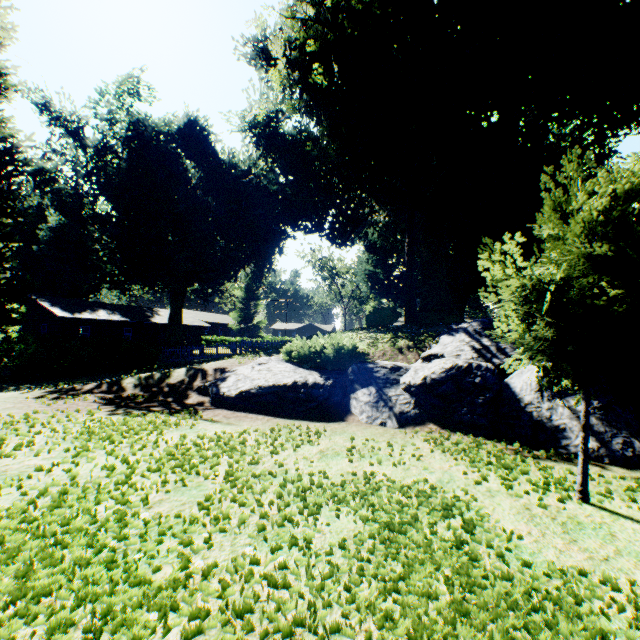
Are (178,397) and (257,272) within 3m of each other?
no

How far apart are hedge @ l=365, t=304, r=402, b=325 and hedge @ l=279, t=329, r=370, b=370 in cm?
846

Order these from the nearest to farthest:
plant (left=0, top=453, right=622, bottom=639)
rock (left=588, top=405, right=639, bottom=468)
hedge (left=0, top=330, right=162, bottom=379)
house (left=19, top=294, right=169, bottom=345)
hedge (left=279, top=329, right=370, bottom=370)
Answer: plant (left=0, top=453, right=622, bottom=639), rock (left=588, top=405, right=639, bottom=468), hedge (left=279, top=329, right=370, bottom=370), hedge (left=0, top=330, right=162, bottom=379), house (left=19, top=294, right=169, bottom=345)

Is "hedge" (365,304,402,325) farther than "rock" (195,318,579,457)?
Yes

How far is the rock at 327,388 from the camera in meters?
7.3 m

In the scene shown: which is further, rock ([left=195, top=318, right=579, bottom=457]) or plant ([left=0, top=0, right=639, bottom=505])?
rock ([left=195, top=318, right=579, bottom=457])

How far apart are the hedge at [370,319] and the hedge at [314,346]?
8.5m

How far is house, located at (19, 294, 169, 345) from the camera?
34.00m
